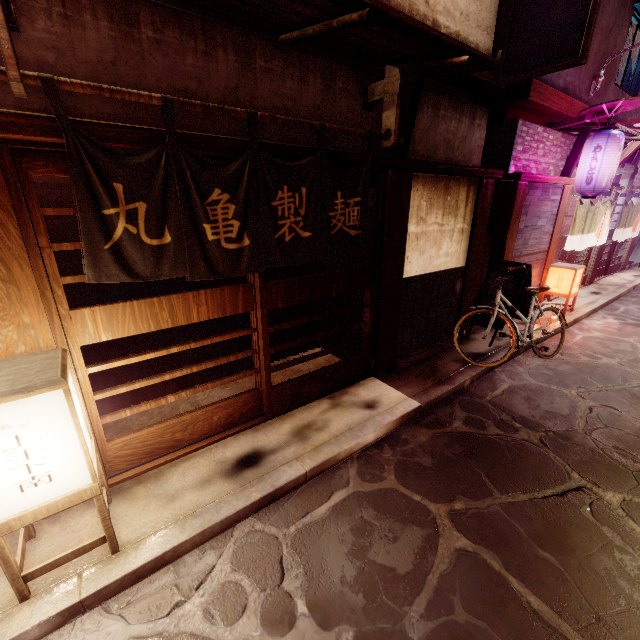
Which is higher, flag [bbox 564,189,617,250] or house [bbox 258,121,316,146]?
house [bbox 258,121,316,146]

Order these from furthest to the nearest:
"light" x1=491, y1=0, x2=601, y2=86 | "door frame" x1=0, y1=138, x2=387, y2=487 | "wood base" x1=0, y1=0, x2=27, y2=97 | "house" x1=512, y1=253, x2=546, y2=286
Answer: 1. "house" x1=512, y1=253, x2=546, y2=286
2. "light" x1=491, y1=0, x2=601, y2=86
3. "door frame" x1=0, y1=138, x2=387, y2=487
4. "wood base" x1=0, y1=0, x2=27, y2=97

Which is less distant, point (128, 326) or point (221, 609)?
point (221, 609)

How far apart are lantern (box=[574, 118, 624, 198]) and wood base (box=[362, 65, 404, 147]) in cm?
900

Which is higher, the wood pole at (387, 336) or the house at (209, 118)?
the house at (209, 118)

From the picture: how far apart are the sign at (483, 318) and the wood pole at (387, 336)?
3.9m

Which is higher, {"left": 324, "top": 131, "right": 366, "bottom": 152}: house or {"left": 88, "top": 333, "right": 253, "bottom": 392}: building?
{"left": 324, "top": 131, "right": 366, "bottom": 152}: house

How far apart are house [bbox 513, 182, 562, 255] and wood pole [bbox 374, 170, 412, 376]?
5.99m
